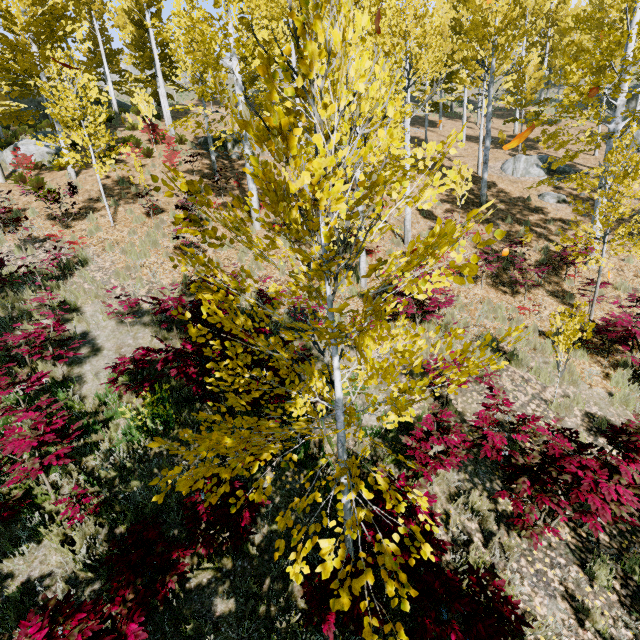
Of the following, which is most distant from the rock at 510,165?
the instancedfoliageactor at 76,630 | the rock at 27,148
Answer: the rock at 27,148

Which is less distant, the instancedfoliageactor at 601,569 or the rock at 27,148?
the instancedfoliageactor at 601,569

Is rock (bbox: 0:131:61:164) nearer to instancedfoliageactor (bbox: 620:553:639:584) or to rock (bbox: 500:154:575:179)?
instancedfoliageactor (bbox: 620:553:639:584)

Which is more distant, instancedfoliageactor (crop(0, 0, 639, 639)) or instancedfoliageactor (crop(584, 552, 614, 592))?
instancedfoliageactor (crop(584, 552, 614, 592))

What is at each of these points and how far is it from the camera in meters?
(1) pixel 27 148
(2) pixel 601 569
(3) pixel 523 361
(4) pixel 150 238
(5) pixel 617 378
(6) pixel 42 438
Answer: (1) rock, 15.9
(2) instancedfoliageactor, 4.2
(3) instancedfoliageactor, 7.8
(4) instancedfoliageactor, 10.5
(5) instancedfoliageactor, 7.4
(6) instancedfoliageactor, 4.0

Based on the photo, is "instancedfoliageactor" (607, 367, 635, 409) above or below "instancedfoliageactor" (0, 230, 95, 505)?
below

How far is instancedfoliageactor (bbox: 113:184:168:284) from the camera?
8.8m

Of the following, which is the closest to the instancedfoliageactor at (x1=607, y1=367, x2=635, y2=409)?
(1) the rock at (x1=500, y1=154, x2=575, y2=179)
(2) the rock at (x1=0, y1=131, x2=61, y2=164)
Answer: (2) the rock at (x1=0, y1=131, x2=61, y2=164)
